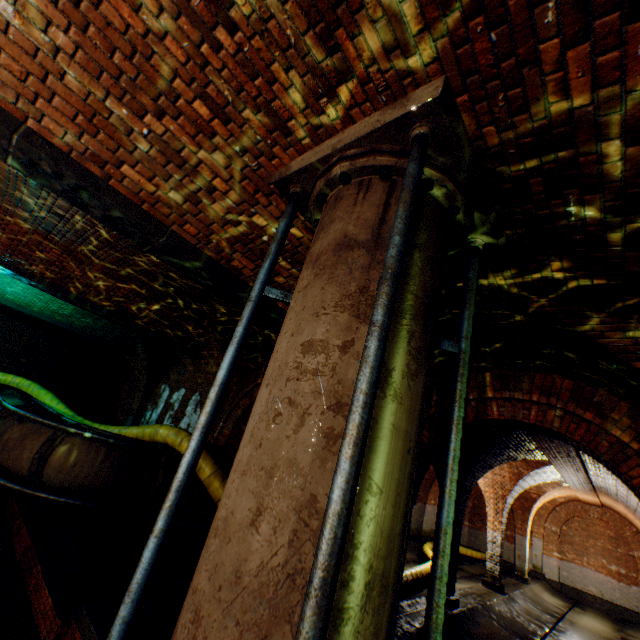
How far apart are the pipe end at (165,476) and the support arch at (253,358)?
1.3 meters

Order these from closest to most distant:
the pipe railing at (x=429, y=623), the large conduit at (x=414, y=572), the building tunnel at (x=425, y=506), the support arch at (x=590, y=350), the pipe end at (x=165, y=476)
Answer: the pipe railing at (x=429, y=623) → the support arch at (x=590, y=350) → the pipe end at (x=165, y=476) → the large conduit at (x=414, y=572) → the building tunnel at (x=425, y=506)

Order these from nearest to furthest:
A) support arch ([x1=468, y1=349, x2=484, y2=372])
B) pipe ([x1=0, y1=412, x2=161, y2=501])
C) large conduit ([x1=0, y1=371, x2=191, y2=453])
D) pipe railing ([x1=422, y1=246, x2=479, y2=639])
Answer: pipe railing ([x1=422, y1=246, x2=479, y2=639]), support arch ([x1=468, y1=349, x2=484, y2=372]), pipe ([x1=0, y1=412, x2=161, y2=501]), large conduit ([x1=0, y1=371, x2=191, y2=453])

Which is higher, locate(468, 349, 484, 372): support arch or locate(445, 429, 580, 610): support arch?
locate(468, 349, 484, 372): support arch

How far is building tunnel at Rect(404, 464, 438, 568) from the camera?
14.9m

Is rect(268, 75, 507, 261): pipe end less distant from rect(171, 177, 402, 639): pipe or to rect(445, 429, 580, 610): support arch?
rect(171, 177, 402, 639): pipe

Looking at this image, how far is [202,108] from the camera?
2.3 meters

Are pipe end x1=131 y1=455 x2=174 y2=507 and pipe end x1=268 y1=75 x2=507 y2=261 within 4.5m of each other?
no
